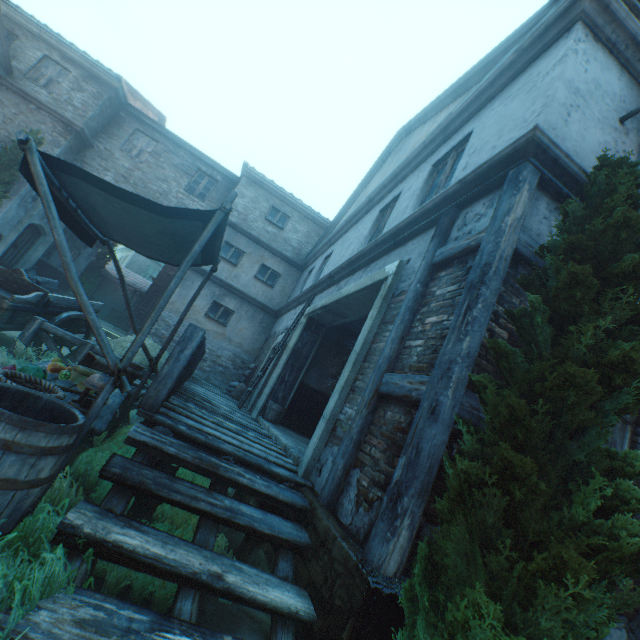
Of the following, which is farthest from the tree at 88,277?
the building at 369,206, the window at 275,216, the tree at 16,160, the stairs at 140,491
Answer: the stairs at 140,491

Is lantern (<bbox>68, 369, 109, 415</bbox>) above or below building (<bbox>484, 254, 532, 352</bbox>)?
below

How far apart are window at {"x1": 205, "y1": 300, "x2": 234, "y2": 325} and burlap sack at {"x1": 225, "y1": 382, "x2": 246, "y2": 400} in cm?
298

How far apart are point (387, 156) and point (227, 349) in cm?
961

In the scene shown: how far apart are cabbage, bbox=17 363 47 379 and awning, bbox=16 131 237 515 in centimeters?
92cm

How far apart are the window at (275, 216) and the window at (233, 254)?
1.86m

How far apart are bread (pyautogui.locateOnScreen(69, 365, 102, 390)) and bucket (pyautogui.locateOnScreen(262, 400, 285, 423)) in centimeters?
367cm

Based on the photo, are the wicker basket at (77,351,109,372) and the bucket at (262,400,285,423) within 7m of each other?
yes
